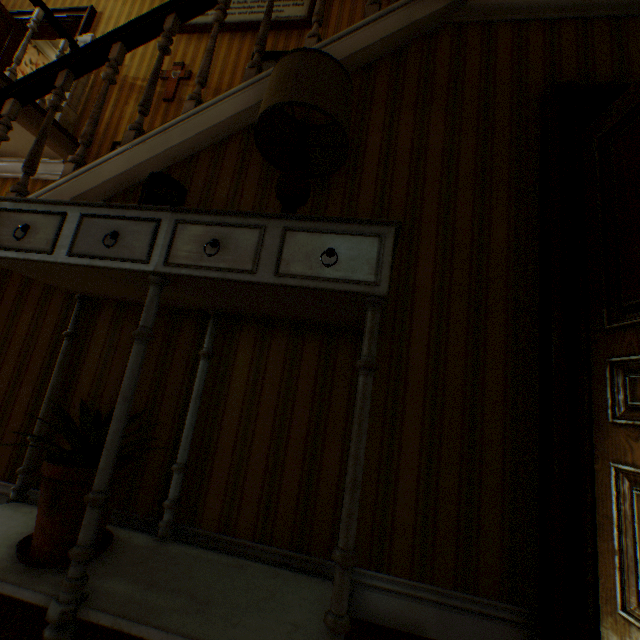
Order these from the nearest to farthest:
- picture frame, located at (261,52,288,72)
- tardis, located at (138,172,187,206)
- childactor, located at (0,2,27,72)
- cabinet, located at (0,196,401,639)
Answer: cabinet, located at (0,196,401,639) → tardis, located at (138,172,187,206) → picture frame, located at (261,52,288,72) → childactor, located at (0,2,27,72)

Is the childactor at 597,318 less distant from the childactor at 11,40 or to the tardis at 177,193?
the tardis at 177,193

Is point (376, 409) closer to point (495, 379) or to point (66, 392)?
point (495, 379)

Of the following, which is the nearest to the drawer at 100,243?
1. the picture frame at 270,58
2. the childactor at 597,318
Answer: the childactor at 597,318

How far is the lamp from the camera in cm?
125

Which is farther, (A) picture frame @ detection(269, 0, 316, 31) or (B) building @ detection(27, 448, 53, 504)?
(A) picture frame @ detection(269, 0, 316, 31)

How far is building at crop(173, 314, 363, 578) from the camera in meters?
1.3

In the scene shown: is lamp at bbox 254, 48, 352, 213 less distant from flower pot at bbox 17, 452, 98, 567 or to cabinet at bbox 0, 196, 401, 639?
cabinet at bbox 0, 196, 401, 639
